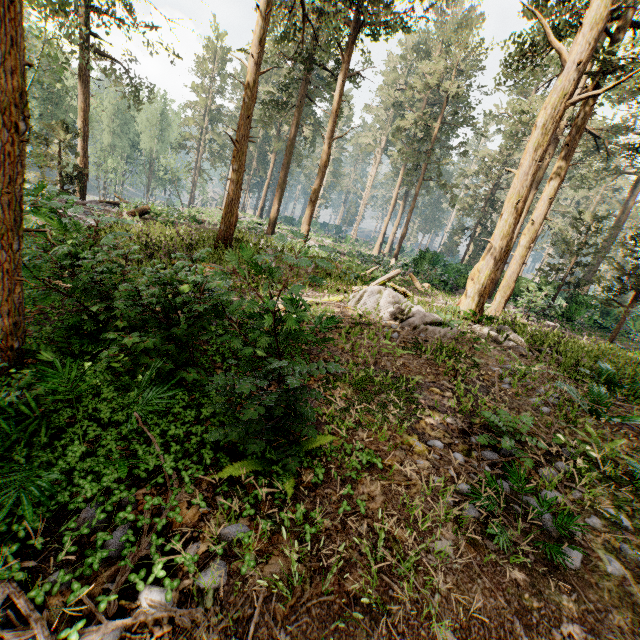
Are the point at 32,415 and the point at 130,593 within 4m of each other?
yes
